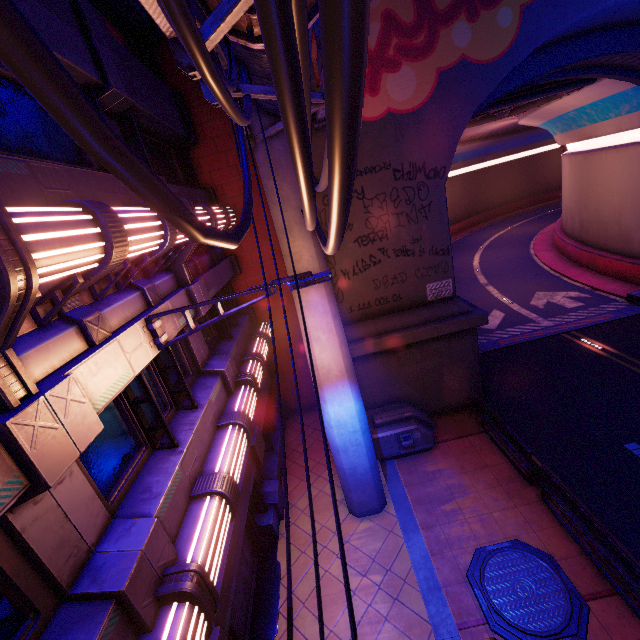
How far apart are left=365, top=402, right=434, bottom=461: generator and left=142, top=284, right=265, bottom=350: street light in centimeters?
701cm

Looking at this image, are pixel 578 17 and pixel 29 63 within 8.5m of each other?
no

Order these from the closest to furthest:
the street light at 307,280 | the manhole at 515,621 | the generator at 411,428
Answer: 1. the street light at 307,280
2. the manhole at 515,621
3. the generator at 411,428

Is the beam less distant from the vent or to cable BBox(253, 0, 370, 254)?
cable BBox(253, 0, 370, 254)

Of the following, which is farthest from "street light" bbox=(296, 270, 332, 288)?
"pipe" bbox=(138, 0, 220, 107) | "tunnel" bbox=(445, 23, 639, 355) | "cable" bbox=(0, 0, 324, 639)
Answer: "tunnel" bbox=(445, 23, 639, 355)

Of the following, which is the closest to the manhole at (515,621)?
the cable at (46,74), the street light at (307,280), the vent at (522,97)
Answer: the cable at (46,74)

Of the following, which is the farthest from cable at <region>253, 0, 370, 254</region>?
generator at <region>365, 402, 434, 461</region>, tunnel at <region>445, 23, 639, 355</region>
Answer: generator at <region>365, 402, 434, 461</region>

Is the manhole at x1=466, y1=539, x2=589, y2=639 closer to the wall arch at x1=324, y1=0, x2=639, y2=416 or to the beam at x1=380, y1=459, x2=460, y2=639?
the beam at x1=380, y1=459, x2=460, y2=639
